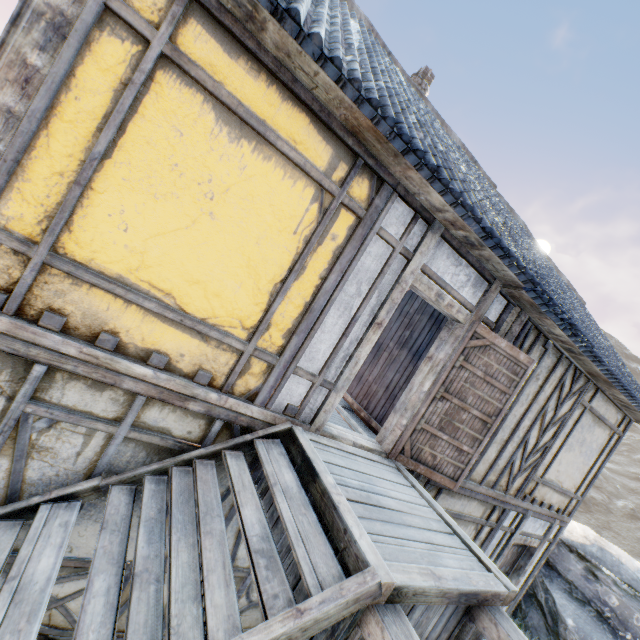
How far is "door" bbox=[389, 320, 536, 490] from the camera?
4.3 meters

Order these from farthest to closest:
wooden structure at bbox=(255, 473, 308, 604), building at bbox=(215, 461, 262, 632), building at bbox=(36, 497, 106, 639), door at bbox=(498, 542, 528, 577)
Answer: Result:
door at bbox=(498, 542, 528, 577)
building at bbox=(215, 461, 262, 632)
building at bbox=(36, 497, 106, 639)
wooden structure at bbox=(255, 473, 308, 604)

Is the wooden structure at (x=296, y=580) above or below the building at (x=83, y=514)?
above

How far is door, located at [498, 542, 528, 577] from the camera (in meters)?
7.00

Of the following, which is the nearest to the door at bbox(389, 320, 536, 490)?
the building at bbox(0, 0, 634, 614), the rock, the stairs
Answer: the building at bbox(0, 0, 634, 614)

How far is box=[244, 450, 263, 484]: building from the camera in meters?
3.6 m

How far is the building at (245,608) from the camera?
3.5m

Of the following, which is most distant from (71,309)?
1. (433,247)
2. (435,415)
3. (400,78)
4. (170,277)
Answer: (400,78)
